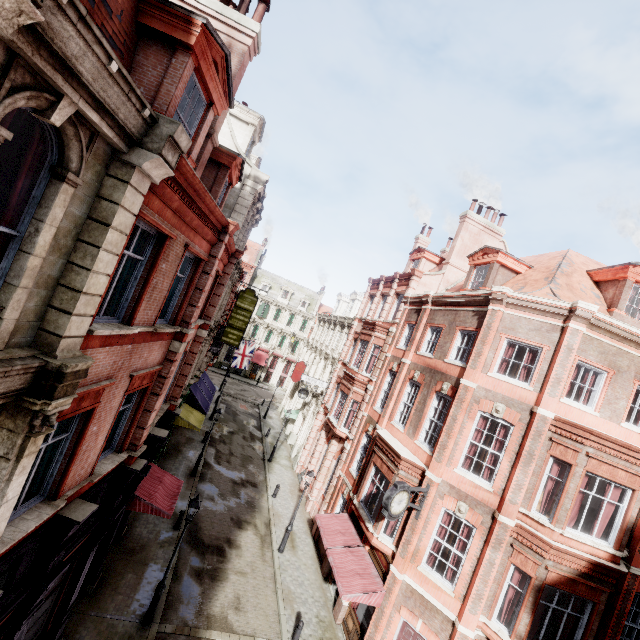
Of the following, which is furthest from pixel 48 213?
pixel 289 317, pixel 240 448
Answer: pixel 289 317

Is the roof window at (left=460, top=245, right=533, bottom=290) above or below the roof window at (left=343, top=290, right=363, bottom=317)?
above

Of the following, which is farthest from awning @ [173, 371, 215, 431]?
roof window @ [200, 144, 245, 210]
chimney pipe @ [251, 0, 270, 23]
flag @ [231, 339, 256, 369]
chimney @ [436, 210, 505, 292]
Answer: chimney pipe @ [251, 0, 270, 23]

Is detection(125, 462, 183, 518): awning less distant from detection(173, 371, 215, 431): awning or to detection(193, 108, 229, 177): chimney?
detection(173, 371, 215, 431): awning

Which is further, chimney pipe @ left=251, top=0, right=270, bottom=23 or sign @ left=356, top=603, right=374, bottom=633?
sign @ left=356, top=603, right=374, bottom=633

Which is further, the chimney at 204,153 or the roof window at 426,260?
the roof window at 426,260

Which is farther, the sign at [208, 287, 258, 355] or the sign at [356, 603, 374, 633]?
the sign at [208, 287, 258, 355]

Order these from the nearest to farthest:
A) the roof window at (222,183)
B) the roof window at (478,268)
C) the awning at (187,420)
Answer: the roof window at (222,183) < the roof window at (478,268) < the awning at (187,420)
